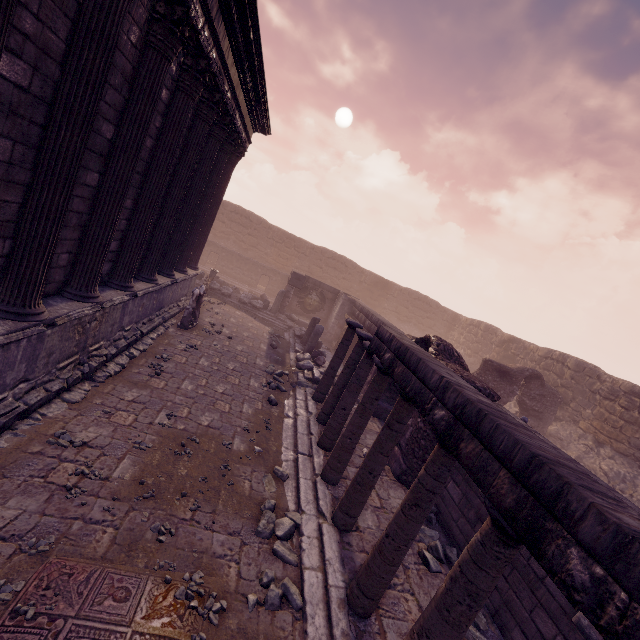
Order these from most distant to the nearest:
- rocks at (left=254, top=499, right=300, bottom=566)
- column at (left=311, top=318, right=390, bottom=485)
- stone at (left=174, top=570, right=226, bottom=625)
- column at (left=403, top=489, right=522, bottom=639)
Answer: column at (left=311, top=318, right=390, bottom=485) → rocks at (left=254, top=499, right=300, bottom=566) → stone at (left=174, top=570, right=226, bottom=625) → column at (left=403, top=489, right=522, bottom=639)

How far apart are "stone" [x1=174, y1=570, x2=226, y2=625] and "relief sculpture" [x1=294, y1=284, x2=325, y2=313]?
16.2m

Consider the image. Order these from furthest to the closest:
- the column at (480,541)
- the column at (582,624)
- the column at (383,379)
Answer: the column at (383,379) < the column at (480,541) < the column at (582,624)

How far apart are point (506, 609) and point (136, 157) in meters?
9.1

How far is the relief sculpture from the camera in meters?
19.5 m

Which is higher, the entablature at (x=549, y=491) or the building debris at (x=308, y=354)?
the entablature at (x=549, y=491)

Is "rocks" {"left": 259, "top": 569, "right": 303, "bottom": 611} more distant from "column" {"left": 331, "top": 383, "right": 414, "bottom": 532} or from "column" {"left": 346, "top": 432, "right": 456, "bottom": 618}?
"column" {"left": 331, "top": 383, "right": 414, "bottom": 532}

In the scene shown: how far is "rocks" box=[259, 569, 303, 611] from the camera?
3.78m
